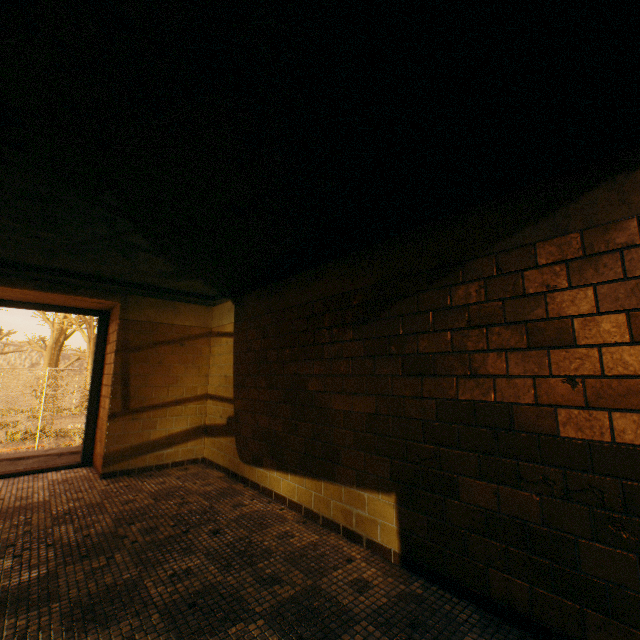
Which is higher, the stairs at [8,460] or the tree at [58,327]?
the tree at [58,327]

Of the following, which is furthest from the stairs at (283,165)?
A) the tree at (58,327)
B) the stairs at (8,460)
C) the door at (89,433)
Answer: the tree at (58,327)

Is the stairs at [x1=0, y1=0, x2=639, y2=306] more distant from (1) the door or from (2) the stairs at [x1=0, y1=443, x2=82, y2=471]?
(2) the stairs at [x1=0, y1=443, x2=82, y2=471]

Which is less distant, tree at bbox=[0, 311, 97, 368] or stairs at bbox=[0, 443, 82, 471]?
stairs at bbox=[0, 443, 82, 471]

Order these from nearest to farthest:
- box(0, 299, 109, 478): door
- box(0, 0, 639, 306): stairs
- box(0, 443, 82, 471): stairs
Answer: box(0, 0, 639, 306): stairs → box(0, 299, 109, 478): door → box(0, 443, 82, 471): stairs

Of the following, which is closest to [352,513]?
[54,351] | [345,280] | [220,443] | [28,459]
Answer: [345,280]

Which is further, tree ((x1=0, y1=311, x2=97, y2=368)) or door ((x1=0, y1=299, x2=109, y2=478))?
tree ((x1=0, y1=311, x2=97, y2=368))

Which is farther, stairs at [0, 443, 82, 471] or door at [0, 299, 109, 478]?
stairs at [0, 443, 82, 471]
